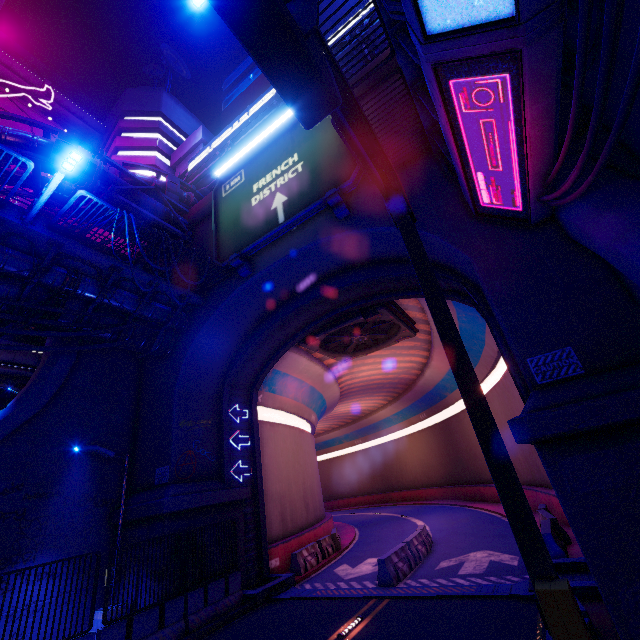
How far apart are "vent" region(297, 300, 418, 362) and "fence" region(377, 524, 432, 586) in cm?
995

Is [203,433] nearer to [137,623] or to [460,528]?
[137,623]

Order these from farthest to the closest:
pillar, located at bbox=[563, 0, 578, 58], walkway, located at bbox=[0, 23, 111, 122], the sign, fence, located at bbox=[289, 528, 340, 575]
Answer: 1. walkway, located at bbox=[0, 23, 111, 122]
2. the sign
3. fence, located at bbox=[289, 528, 340, 575]
4. pillar, located at bbox=[563, 0, 578, 58]

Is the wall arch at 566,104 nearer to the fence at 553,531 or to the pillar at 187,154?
the fence at 553,531

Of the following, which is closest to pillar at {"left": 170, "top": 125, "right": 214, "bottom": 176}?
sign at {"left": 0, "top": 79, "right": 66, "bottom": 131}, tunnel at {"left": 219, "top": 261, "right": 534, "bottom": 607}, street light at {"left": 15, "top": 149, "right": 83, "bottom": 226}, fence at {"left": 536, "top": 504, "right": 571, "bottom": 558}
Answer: sign at {"left": 0, "top": 79, "right": 66, "bottom": 131}

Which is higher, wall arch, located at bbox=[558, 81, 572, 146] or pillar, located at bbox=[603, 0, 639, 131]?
wall arch, located at bbox=[558, 81, 572, 146]

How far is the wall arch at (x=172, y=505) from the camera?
12.0 meters

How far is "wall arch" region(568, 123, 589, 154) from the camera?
8.2m
